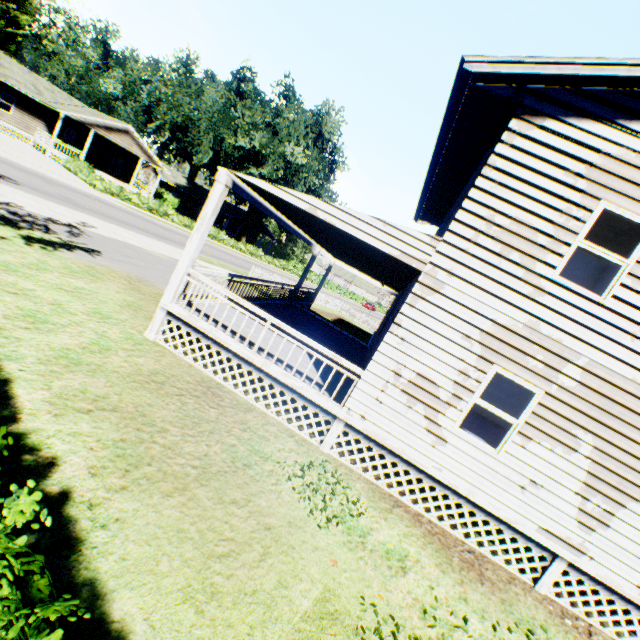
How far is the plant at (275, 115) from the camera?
36.4 meters

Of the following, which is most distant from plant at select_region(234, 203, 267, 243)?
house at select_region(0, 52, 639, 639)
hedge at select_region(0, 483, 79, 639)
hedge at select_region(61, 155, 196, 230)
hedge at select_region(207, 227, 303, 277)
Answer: hedge at select_region(0, 483, 79, 639)

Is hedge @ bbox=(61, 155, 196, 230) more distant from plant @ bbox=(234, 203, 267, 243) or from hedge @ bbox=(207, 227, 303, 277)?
plant @ bbox=(234, 203, 267, 243)

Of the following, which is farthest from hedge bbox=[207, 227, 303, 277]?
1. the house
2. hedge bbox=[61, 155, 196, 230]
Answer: the house

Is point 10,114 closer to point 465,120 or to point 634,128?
point 465,120

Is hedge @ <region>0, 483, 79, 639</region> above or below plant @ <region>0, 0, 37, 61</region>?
below

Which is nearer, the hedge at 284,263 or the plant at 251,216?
the hedge at 284,263

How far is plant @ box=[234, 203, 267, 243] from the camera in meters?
46.9
